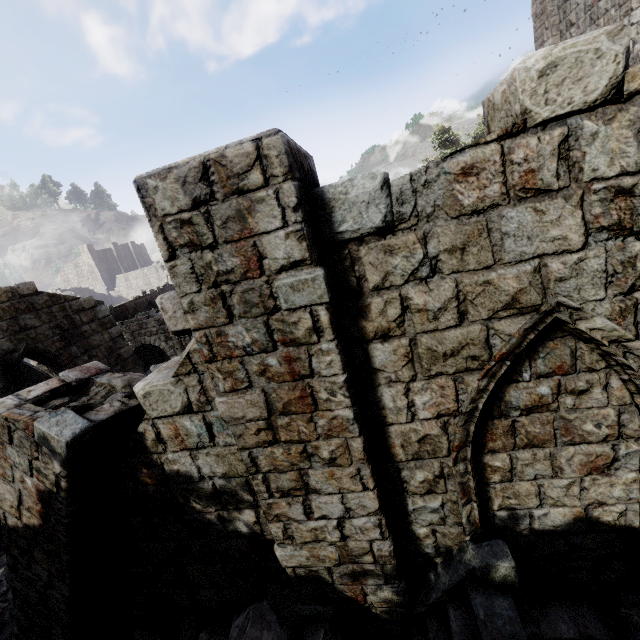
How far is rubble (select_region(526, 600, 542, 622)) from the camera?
3.9m

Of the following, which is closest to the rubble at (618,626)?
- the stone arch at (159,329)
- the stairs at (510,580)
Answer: the stairs at (510,580)

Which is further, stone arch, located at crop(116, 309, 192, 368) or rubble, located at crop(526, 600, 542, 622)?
stone arch, located at crop(116, 309, 192, 368)

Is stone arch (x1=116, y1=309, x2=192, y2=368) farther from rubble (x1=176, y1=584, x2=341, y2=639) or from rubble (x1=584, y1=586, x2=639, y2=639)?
rubble (x1=584, y1=586, x2=639, y2=639)

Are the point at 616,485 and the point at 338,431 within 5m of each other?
yes

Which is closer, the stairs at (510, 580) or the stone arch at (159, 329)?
the stairs at (510, 580)

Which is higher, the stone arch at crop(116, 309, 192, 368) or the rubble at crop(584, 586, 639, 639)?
the stone arch at crop(116, 309, 192, 368)

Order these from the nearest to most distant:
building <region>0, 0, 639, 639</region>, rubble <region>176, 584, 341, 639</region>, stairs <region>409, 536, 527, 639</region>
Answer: building <region>0, 0, 639, 639</region> < stairs <region>409, 536, 527, 639</region> < rubble <region>176, 584, 341, 639</region>
